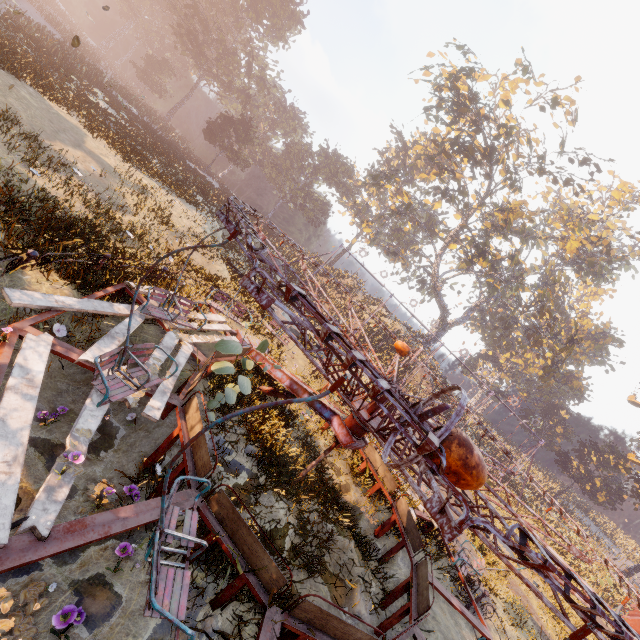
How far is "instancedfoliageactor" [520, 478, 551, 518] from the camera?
31.1 meters

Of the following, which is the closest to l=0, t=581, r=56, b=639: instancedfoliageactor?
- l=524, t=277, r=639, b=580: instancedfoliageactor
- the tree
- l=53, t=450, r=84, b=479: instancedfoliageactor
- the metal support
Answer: l=53, t=450, r=84, b=479: instancedfoliageactor

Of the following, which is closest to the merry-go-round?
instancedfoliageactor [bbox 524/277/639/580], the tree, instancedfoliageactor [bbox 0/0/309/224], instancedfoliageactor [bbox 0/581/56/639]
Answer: instancedfoliageactor [bbox 0/581/56/639]

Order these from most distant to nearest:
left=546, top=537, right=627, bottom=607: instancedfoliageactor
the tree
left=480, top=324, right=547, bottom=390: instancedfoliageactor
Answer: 1. left=480, top=324, right=547, bottom=390: instancedfoliageactor
2. the tree
3. left=546, top=537, right=627, bottom=607: instancedfoliageactor

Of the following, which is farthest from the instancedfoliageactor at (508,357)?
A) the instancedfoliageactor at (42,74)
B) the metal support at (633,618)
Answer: the instancedfoliageactor at (42,74)

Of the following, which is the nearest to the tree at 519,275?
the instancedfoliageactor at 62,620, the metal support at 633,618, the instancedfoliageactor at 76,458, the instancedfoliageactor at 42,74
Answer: the instancedfoliageactor at 42,74

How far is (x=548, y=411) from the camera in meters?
57.5 m
